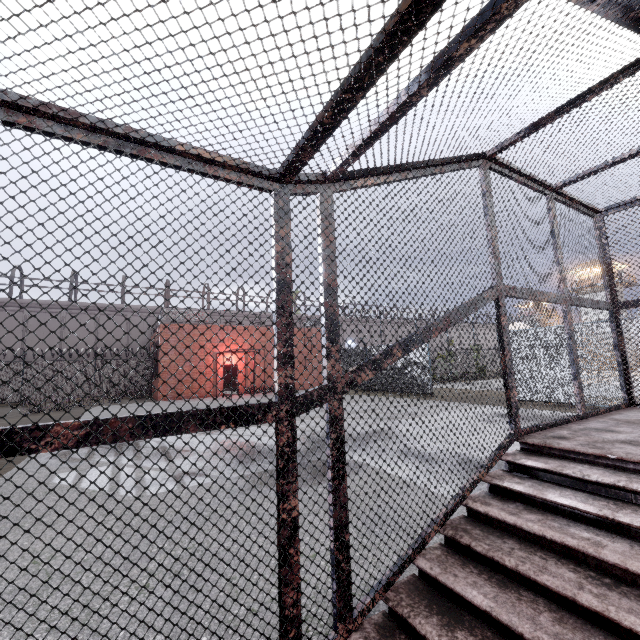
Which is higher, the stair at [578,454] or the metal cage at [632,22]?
the metal cage at [632,22]

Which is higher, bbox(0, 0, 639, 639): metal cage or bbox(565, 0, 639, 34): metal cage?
bbox(565, 0, 639, 34): metal cage

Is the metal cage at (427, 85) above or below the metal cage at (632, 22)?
below

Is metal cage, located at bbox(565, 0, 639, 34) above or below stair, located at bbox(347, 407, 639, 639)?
above

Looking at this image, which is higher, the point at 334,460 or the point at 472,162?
the point at 472,162
